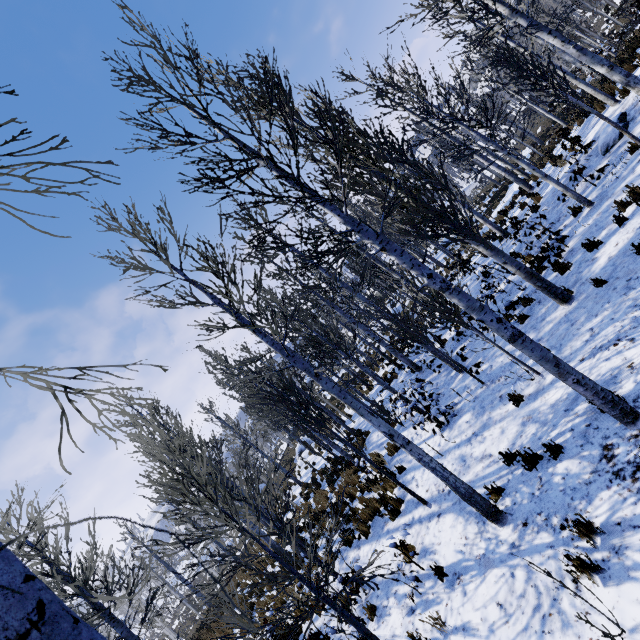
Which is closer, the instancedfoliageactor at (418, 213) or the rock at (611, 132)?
the instancedfoliageactor at (418, 213)

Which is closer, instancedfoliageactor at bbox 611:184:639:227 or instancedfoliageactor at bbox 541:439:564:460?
instancedfoliageactor at bbox 541:439:564:460

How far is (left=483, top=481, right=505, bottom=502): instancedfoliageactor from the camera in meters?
5.3 m

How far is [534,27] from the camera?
6.6 meters

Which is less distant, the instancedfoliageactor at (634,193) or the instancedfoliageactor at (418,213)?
the instancedfoliageactor at (418,213)

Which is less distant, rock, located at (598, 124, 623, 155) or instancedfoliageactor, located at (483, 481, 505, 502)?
instancedfoliageactor, located at (483, 481, 505, 502)
